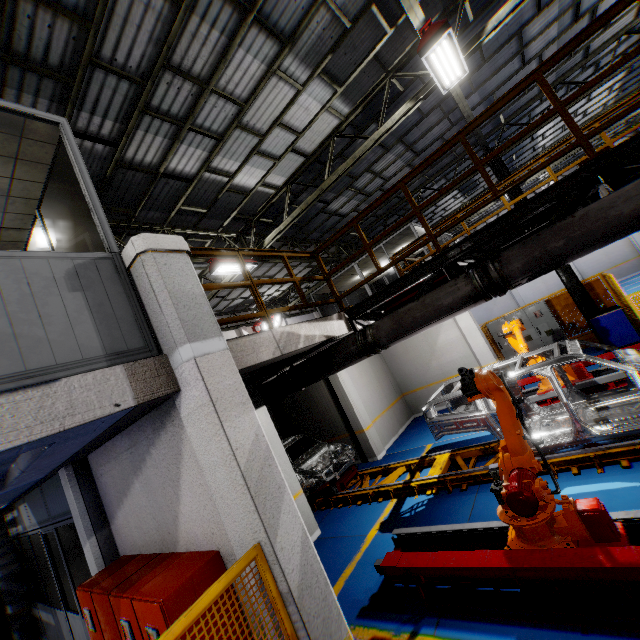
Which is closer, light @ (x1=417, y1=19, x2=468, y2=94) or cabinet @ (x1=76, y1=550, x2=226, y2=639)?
cabinet @ (x1=76, y1=550, x2=226, y2=639)

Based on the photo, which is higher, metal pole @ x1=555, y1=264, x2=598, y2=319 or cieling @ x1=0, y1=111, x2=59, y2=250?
cieling @ x1=0, y1=111, x2=59, y2=250

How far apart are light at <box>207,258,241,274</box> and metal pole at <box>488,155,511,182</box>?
9.1m

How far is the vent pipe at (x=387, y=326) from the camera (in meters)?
4.23

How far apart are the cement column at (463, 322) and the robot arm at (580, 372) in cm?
201

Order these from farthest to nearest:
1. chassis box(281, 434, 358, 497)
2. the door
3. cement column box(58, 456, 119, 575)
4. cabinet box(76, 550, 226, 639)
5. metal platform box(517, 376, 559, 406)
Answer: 1. chassis box(281, 434, 358, 497)
2. metal platform box(517, 376, 559, 406)
3. the door
4. cement column box(58, 456, 119, 575)
5. cabinet box(76, 550, 226, 639)

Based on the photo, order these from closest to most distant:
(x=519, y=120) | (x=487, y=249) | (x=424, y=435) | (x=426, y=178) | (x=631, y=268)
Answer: (x=487, y=249) < (x=424, y=435) < (x=519, y=120) < (x=426, y=178) < (x=631, y=268)

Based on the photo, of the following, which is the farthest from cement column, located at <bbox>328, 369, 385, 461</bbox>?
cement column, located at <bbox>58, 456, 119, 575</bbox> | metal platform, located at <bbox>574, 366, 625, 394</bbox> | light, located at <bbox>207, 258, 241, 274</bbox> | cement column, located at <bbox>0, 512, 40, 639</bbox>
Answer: cement column, located at <bbox>0, 512, 40, 639</bbox>
